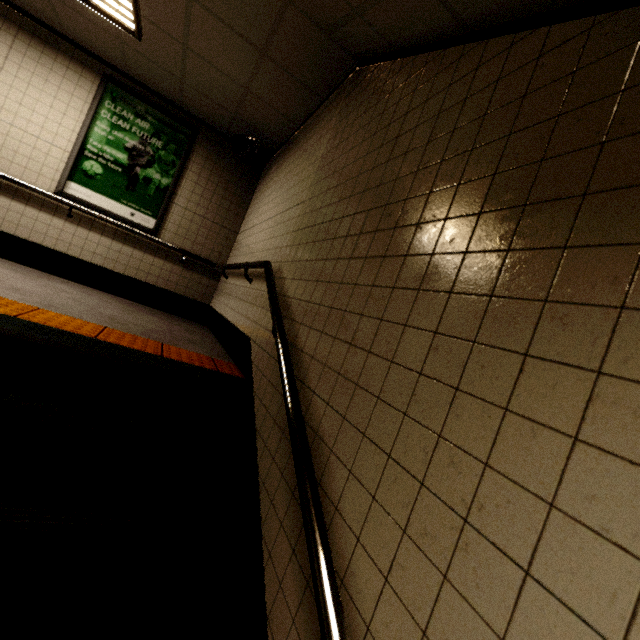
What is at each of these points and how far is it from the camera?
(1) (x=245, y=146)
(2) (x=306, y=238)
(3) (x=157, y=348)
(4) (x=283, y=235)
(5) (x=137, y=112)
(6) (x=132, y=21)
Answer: (1) loudspeaker, 4.7 meters
(2) stairs, 2.4 meters
(3) groundtactileadastrip, 2.7 meters
(4) building, 3.0 meters
(5) sign, 4.6 meters
(6) fluorescent light, 3.4 meters

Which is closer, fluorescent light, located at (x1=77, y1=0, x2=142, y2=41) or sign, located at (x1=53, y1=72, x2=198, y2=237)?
fluorescent light, located at (x1=77, y1=0, x2=142, y2=41)

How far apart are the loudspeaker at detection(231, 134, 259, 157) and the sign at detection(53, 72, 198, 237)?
0.69m

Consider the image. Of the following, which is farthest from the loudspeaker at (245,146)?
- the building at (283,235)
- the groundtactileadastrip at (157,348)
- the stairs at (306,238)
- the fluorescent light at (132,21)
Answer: the groundtactileadastrip at (157,348)

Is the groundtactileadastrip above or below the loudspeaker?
below

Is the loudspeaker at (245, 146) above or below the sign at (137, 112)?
above

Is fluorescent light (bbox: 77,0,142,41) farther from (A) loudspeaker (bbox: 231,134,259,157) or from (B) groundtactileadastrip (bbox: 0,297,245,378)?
(B) groundtactileadastrip (bbox: 0,297,245,378)

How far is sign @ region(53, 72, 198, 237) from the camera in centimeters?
436cm
